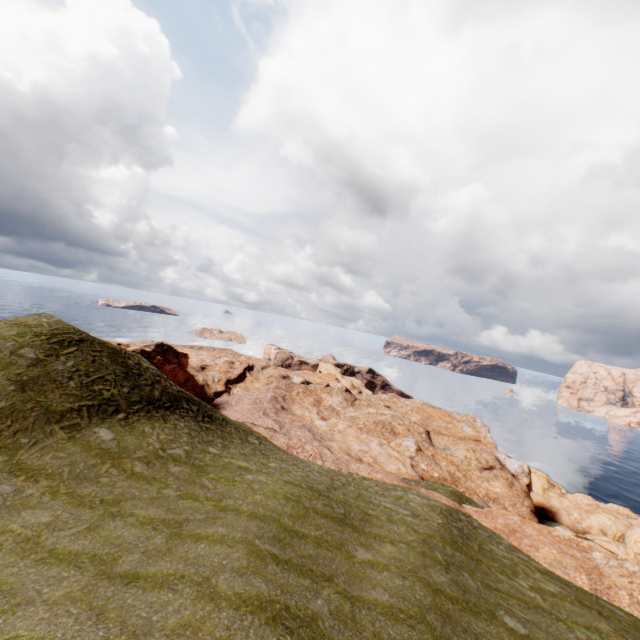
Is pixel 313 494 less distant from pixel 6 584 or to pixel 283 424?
pixel 6 584
